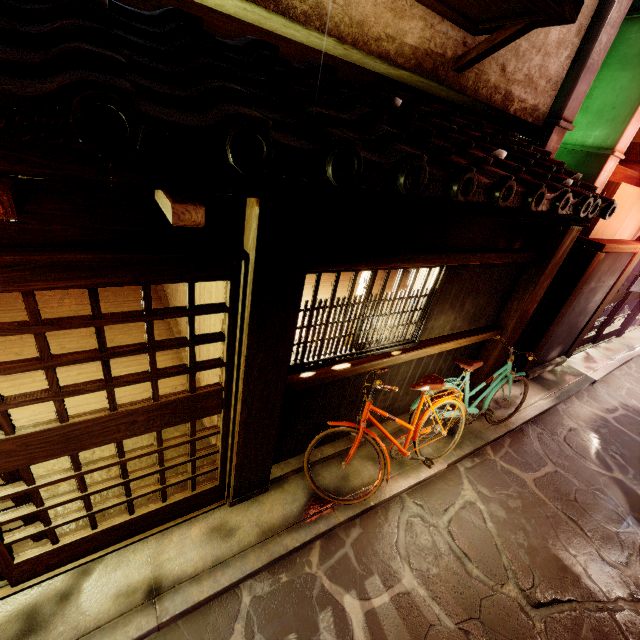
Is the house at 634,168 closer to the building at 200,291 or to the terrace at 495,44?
the terrace at 495,44

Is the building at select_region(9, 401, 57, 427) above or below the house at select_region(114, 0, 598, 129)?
below

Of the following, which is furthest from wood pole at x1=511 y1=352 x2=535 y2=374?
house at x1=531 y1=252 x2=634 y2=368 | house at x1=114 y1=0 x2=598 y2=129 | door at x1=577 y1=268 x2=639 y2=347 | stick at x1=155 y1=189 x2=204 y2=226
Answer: stick at x1=155 y1=189 x2=204 y2=226

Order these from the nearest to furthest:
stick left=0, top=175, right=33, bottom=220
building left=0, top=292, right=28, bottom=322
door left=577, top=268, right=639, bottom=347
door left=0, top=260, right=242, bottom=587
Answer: stick left=0, top=175, right=33, bottom=220 < door left=0, top=260, right=242, bottom=587 < building left=0, top=292, right=28, bottom=322 < door left=577, top=268, right=639, bottom=347

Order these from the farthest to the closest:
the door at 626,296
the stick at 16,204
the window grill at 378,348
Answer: the door at 626,296
the window grill at 378,348
the stick at 16,204

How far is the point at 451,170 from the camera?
4.2 meters

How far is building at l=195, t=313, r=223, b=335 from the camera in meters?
6.3

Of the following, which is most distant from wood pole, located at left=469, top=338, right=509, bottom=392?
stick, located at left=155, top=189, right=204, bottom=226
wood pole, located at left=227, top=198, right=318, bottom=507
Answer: stick, located at left=155, top=189, right=204, bottom=226
